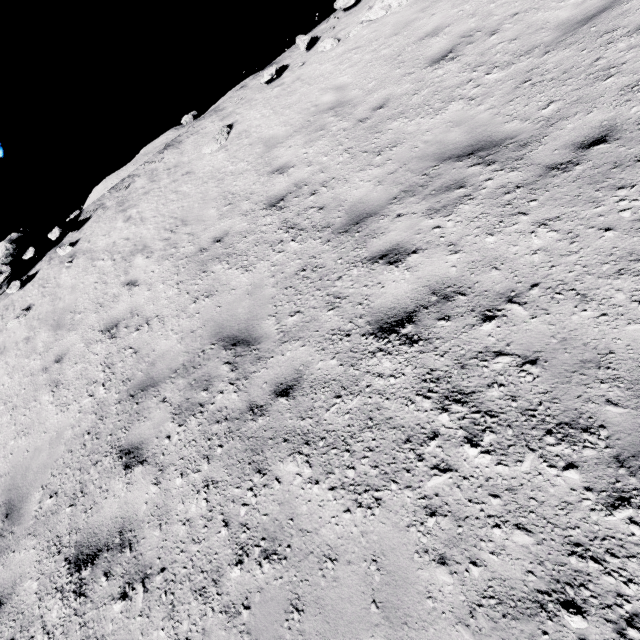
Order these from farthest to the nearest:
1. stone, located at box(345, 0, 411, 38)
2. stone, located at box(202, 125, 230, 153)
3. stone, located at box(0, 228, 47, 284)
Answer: stone, located at box(0, 228, 47, 284) → stone, located at box(202, 125, 230, 153) → stone, located at box(345, 0, 411, 38)

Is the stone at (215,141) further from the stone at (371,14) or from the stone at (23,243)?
the stone at (23,243)

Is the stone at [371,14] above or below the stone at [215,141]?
above

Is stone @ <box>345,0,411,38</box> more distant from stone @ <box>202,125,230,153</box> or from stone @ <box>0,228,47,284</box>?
stone @ <box>0,228,47,284</box>

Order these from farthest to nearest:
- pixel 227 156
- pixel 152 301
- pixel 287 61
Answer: pixel 287 61 < pixel 227 156 < pixel 152 301

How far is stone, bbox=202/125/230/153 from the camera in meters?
9.3 m

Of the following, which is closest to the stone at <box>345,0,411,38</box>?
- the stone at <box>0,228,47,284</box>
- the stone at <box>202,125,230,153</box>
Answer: the stone at <box>202,125,230,153</box>
